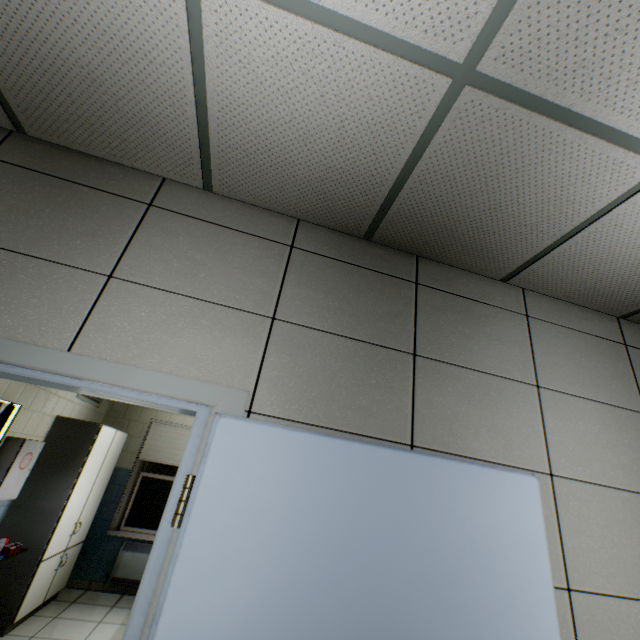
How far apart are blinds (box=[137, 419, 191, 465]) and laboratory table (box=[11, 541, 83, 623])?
1.2m

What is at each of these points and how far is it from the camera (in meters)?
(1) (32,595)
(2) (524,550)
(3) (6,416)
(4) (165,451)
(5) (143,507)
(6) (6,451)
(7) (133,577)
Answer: (1) laboratory table, 3.54
(2) door, 1.30
(3) negatoscope, 3.16
(4) blinds, 5.56
(5) window, 5.32
(6) first aid kit, 3.32
(7) radiator, 4.75

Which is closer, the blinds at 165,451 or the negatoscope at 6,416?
the negatoscope at 6,416

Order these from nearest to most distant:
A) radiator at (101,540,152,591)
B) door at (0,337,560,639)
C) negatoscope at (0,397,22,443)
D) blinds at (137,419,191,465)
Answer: door at (0,337,560,639), negatoscope at (0,397,22,443), radiator at (101,540,152,591), blinds at (137,419,191,465)

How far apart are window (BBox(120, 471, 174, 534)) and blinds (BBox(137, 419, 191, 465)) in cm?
27

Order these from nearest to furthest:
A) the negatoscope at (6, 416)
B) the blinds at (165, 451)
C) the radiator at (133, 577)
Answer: the negatoscope at (6, 416)
the radiator at (133, 577)
the blinds at (165, 451)

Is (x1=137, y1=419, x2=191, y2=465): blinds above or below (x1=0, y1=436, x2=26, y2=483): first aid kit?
above

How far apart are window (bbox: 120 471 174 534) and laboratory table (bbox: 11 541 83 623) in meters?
0.6 m
